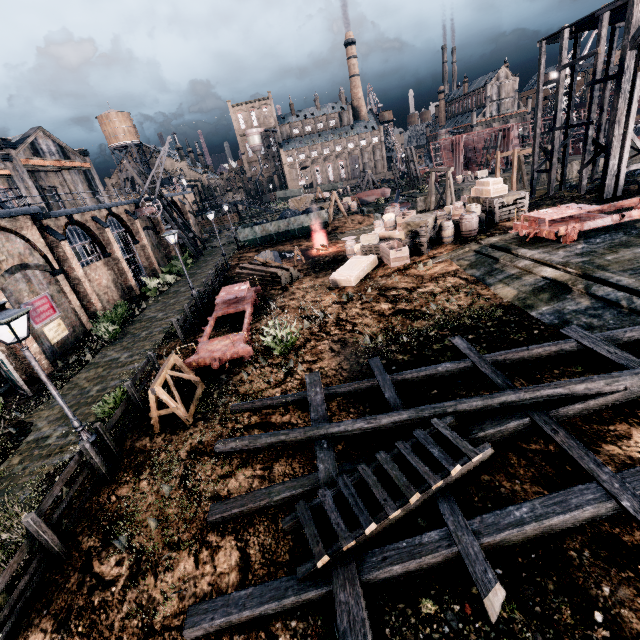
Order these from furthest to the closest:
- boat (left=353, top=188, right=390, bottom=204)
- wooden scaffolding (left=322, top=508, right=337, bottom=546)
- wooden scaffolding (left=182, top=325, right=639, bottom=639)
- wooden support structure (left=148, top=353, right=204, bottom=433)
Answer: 1. boat (left=353, top=188, right=390, bottom=204)
2. wooden support structure (left=148, top=353, right=204, bottom=433)
3. wooden scaffolding (left=322, top=508, right=337, bottom=546)
4. wooden scaffolding (left=182, top=325, right=639, bottom=639)

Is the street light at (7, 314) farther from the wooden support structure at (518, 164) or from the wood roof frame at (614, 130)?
the wooden support structure at (518, 164)

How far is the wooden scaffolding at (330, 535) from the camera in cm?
607

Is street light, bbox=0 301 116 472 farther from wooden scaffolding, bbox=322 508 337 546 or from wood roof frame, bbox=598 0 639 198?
wood roof frame, bbox=598 0 639 198

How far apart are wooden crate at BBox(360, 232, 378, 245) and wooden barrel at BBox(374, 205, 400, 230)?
1.4 meters

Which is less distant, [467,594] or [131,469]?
[467,594]

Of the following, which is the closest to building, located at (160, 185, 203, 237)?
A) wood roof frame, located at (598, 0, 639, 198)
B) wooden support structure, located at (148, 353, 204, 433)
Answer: wooden support structure, located at (148, 353, 204, 433)

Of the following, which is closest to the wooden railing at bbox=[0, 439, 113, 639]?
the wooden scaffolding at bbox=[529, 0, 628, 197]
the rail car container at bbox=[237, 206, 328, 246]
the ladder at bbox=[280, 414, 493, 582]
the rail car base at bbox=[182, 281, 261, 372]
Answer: the rail car base at bbox=[182, 281, 261, 372]
